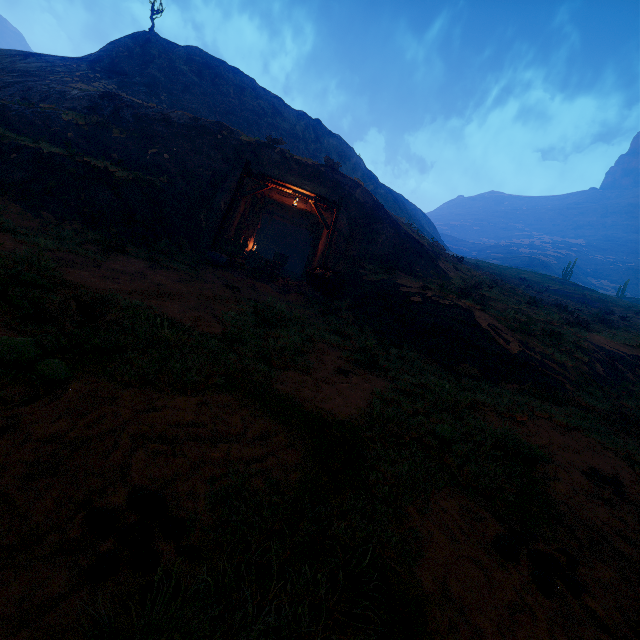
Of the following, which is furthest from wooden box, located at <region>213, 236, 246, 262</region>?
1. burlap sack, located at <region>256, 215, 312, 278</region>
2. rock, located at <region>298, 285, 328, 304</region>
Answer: burlap sack, located at <region>256, 215, 312, 278</region>

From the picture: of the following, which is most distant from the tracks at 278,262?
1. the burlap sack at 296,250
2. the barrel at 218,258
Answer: the barrel at 218,258

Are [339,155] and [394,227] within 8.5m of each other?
no

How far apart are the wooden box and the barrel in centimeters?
2cm

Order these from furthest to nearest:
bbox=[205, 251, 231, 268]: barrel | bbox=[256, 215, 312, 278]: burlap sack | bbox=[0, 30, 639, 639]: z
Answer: bbox=[256, 215, 312, 278]: burlap sack
bbox=[205, 251, 231, 268]: barrel
bbox=[0, 30, 639, 639]: z

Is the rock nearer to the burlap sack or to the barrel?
the barrel

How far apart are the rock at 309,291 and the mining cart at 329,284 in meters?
0.0

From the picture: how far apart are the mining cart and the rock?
0.03m
